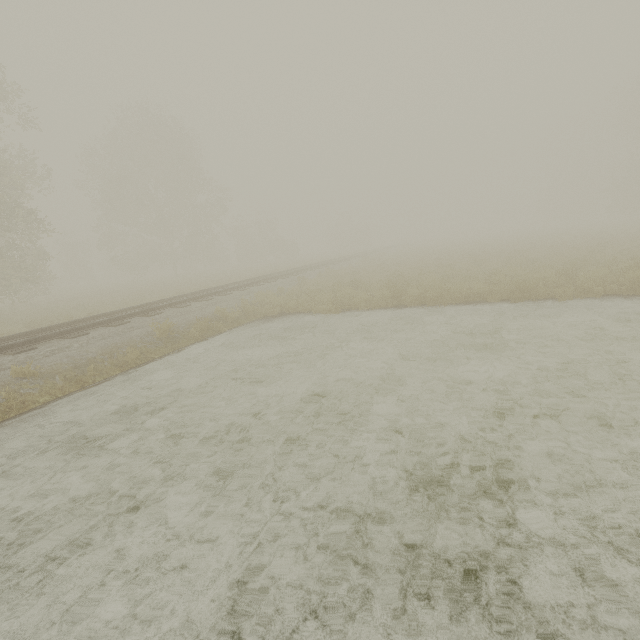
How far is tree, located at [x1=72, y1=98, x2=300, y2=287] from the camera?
29.8m

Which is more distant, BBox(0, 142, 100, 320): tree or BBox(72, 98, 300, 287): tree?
BBox(72, 98, 300, 287): tree

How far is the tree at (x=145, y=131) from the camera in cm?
2980

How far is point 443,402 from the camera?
5.2 meters

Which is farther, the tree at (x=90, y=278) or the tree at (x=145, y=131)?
the tree at (x=145, y=131)
